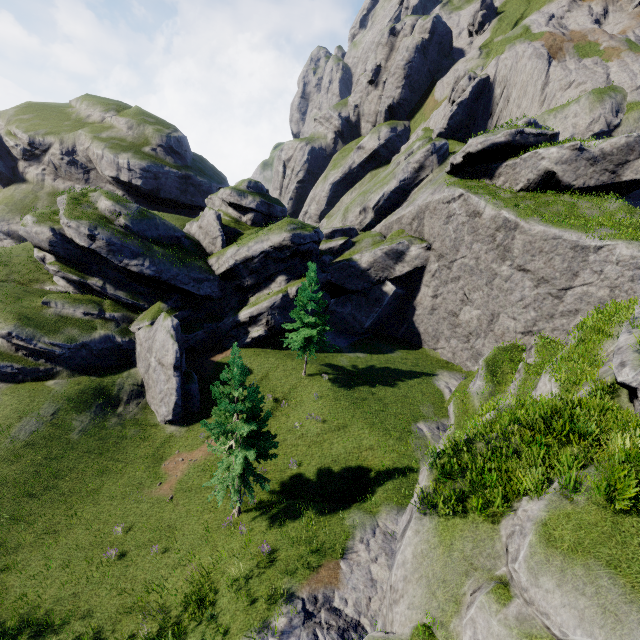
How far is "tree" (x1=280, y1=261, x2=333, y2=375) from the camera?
26.8 meters

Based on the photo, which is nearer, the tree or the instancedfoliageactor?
the instancedfoliageactor

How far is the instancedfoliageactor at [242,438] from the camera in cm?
1573

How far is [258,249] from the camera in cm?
3180

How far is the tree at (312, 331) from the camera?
26.84m

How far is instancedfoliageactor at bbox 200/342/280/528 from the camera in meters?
15.7 m
